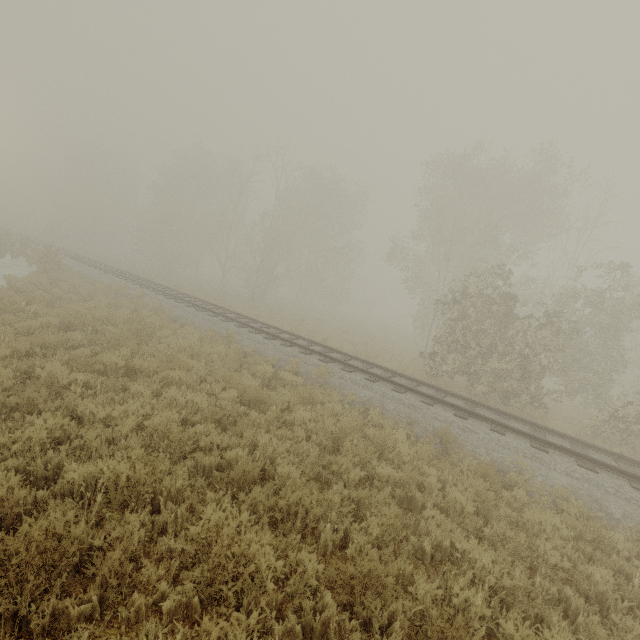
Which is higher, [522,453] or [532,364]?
[532,364]

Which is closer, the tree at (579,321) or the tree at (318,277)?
the tree at (579,321)

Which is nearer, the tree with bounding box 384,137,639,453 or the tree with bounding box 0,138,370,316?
the tree with bounding box 384,137,639,453
